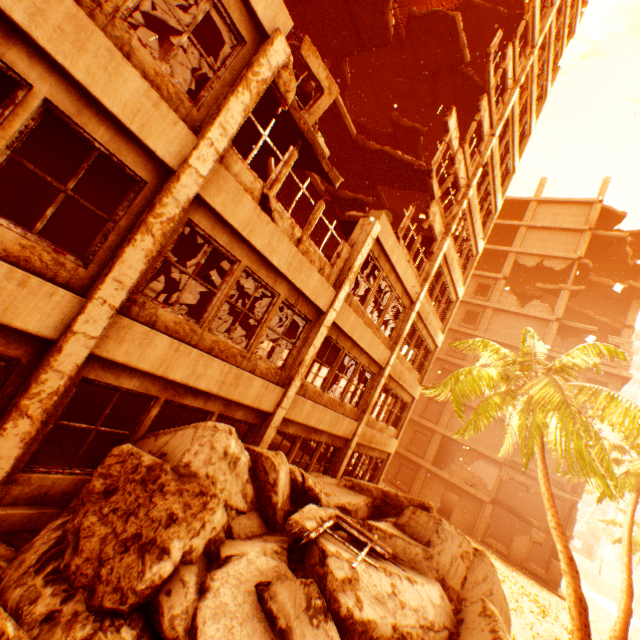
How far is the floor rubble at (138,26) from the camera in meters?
10.9 m

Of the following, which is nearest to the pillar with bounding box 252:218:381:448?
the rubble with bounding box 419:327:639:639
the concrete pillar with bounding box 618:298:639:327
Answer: the rubble with bounding box 419:327:639:639

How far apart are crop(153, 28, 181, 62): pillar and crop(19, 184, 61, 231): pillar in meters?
3.2

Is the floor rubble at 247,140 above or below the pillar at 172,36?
below

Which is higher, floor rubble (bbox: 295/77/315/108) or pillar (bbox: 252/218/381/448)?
floor rubble (bbox: 295/77/315/108)

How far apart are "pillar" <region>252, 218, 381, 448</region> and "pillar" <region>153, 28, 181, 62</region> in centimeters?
809cm

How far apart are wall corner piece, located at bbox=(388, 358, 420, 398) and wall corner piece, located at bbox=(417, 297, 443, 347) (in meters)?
2.24

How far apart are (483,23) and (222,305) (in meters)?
20.80
